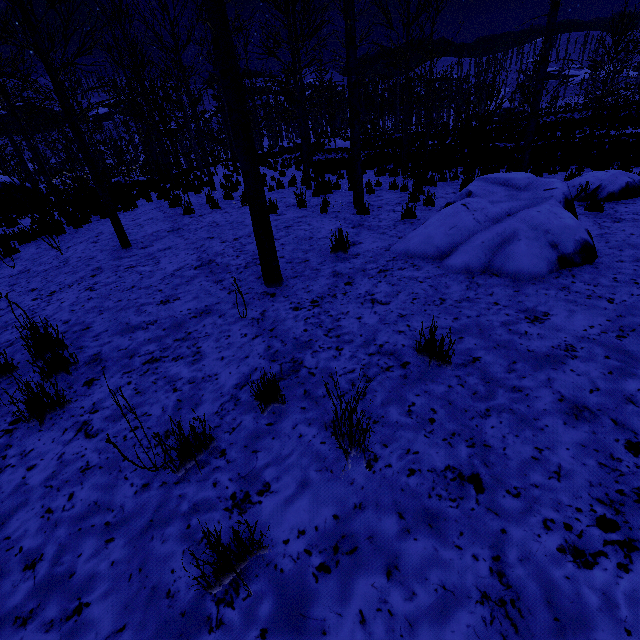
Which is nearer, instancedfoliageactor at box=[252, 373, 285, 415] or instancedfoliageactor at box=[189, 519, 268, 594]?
instancedfoliageactor at box=[189, 519, 268, 594]

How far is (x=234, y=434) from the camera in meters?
2.4 m

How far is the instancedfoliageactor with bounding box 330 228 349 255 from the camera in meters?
4.9

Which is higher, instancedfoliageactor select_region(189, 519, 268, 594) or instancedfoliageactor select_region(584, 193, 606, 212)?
instancedfoliageactor select_region(584, 193, 606, 212)

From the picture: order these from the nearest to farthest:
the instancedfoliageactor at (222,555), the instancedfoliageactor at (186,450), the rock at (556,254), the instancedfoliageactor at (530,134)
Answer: the instancedfoliageactor at (222,555)
the instancedfoliageactor at (186,450)
the rock at (556,254)
the instancedfoliageactor at (530,134)

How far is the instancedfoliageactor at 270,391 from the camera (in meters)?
2.43

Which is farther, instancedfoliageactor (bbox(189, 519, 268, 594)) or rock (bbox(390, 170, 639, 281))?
rock (bbox(390, 170, 639, 281))
